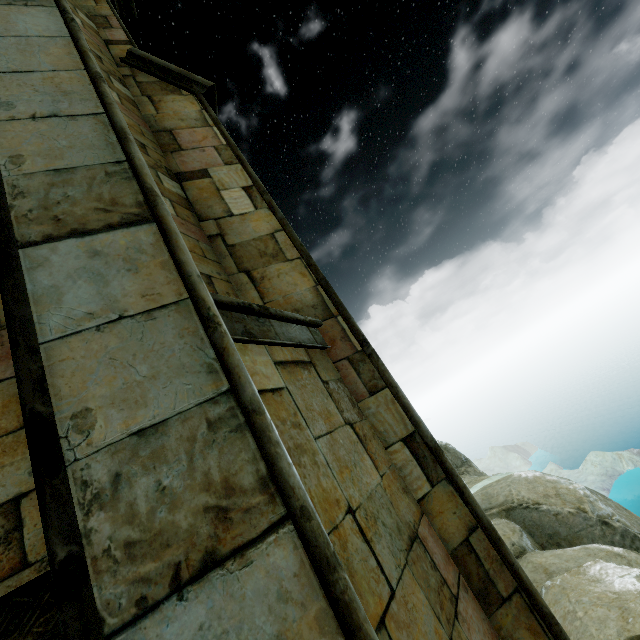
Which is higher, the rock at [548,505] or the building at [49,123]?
the building at [49,123]

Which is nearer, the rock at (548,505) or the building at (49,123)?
the building at (49,123)

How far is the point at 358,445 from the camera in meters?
2.3 m

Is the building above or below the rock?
above

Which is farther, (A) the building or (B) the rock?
(B) the rock
